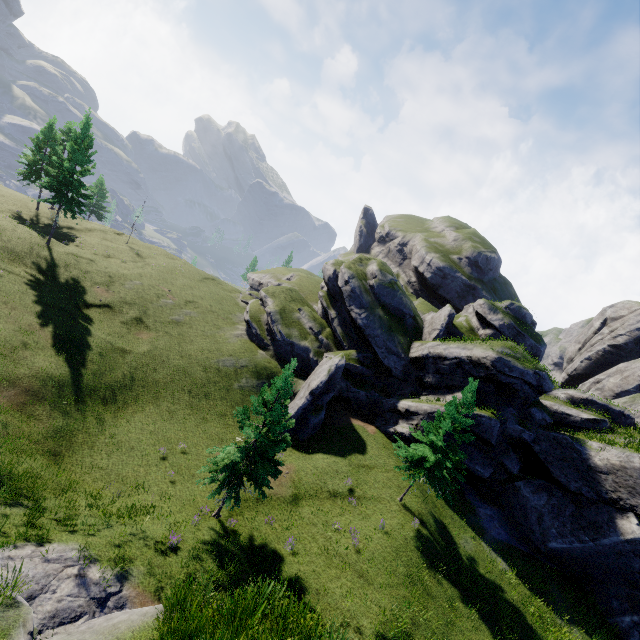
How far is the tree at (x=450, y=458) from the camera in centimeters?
2136cm

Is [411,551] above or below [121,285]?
above

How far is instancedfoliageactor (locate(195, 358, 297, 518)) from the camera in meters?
16.2 m

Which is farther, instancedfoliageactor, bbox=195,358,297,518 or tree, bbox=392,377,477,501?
tree, bbox=392,377,477,501

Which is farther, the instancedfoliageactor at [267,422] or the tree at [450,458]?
the tree at [450,458]

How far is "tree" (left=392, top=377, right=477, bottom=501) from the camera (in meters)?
21.36
